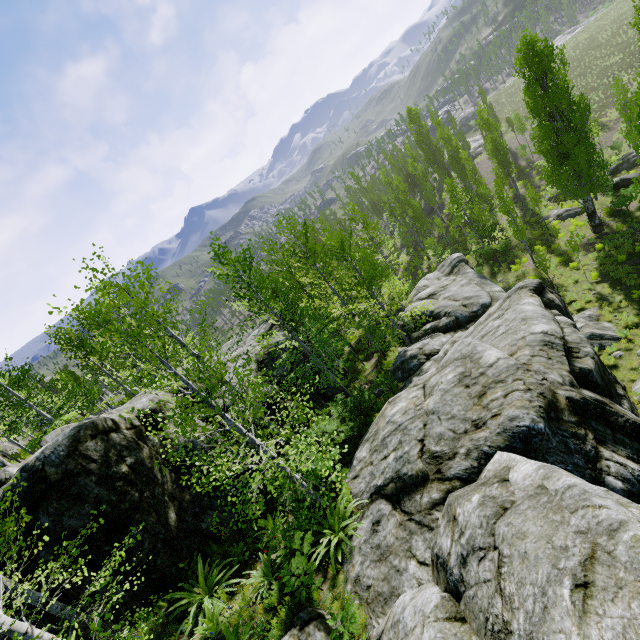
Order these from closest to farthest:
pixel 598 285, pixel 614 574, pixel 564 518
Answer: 1. pixel 614 574
2. pixel 564 518
3. pixel 598 285

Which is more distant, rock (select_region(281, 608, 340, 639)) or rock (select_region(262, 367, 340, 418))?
rock (select_region(262, 367, 340, 418))

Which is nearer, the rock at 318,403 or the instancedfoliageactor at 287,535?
the instancedfoliageactor at 287,535

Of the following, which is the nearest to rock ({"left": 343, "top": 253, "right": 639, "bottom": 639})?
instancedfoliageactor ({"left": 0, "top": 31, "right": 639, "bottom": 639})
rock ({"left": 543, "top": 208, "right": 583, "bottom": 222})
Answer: instancedfoliageactor ({"left": 0, "top": 31, "right": 639, "bottom": 639})

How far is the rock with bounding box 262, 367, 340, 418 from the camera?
16.08m

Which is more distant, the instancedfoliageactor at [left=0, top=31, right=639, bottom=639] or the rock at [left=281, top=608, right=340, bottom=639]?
the instancedfoliageactor at [left=0, top=31, right=639, bottom=639]

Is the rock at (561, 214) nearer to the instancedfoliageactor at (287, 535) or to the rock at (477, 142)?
the instancedfoliageactor at (287, 535)

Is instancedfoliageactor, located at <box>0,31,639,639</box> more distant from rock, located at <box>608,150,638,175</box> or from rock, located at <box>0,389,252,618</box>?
rock, located at <box>608,150,638,175</box>
